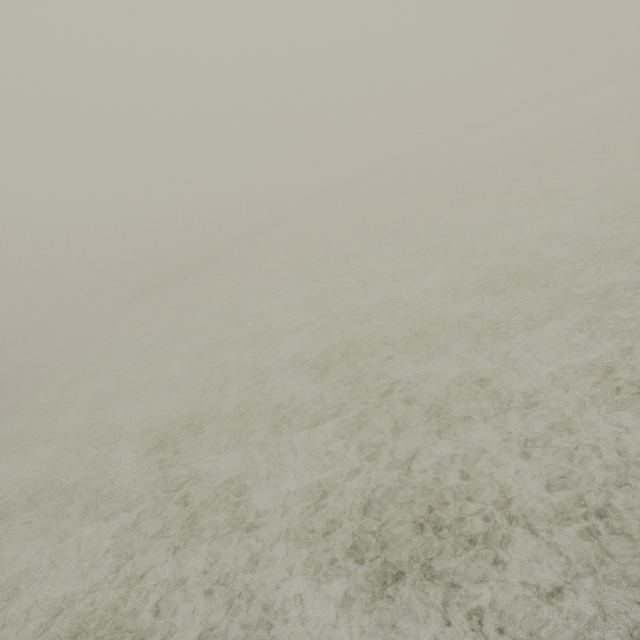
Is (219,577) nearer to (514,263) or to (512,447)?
(512,447)
